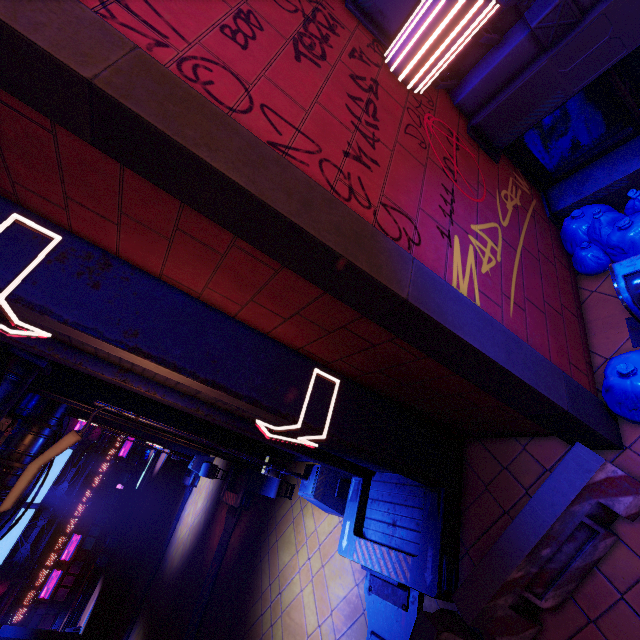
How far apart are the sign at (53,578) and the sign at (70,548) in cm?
32

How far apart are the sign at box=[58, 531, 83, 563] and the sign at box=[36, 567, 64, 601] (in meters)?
0.32

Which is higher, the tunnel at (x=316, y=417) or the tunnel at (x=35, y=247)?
the tunnel at (x=35, y=247)

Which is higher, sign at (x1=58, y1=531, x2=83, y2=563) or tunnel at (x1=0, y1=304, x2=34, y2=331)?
tunnel at (x1=0, y1=304, x2=34, y2=331)

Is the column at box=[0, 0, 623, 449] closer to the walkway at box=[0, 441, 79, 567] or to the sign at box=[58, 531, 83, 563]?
the walkway at box=[0, 441, 79, 567]

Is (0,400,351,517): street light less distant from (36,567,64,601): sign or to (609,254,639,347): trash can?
(609,254,639,347): trash can

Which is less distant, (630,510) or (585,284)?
(630,510)

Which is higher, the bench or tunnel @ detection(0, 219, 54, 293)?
tunnel @ detection(0, 219, 54, 293)
